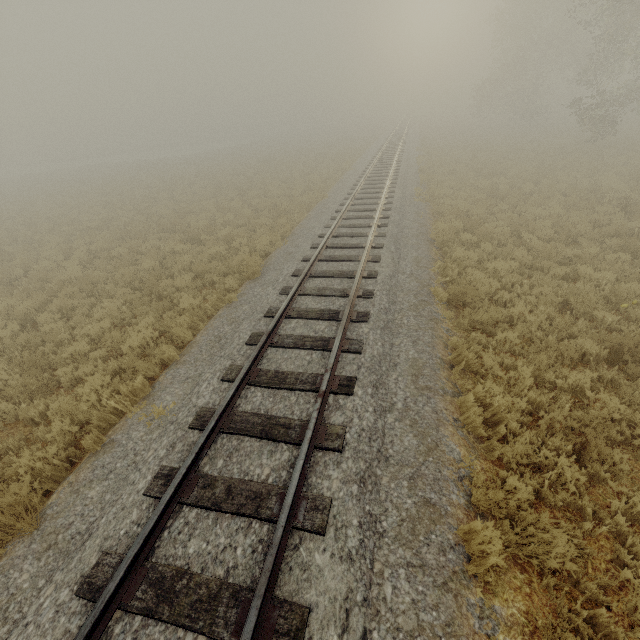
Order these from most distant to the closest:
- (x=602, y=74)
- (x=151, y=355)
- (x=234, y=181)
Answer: (x=234, y=181) < (x=602, y=74) < (x=151, y=355)
